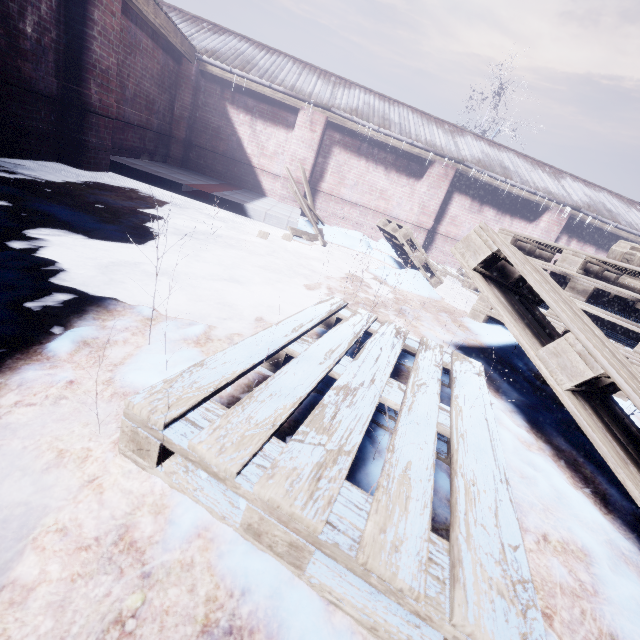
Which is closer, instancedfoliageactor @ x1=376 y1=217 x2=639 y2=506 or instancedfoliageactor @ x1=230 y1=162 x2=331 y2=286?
instancedfoliageactor @ x1=376 y1=217 x2=639 y2=506

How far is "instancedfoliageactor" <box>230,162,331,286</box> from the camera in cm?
359

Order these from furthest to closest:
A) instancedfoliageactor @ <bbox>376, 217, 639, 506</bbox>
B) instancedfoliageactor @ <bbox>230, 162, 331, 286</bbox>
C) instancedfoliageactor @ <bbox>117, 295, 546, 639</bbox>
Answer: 1. instancedfoliageactor @ <bbox>230, 162, 331, 286</bbox>
2. instancedfoliageactor @ <bbox>376, 217, 639, 506</bbox>
3. instancedfoliageactor @ <bbox>117, 295, 546, 639</bbox>

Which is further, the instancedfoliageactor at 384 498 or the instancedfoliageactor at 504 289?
the instancedfoliageactor at 504 289

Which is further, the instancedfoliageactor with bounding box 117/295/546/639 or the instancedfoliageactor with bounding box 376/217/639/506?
the instancedfoliageactor with bounding box 376/217/639/506

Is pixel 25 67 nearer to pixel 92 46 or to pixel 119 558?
pixel 92 46

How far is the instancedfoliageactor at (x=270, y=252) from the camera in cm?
359
